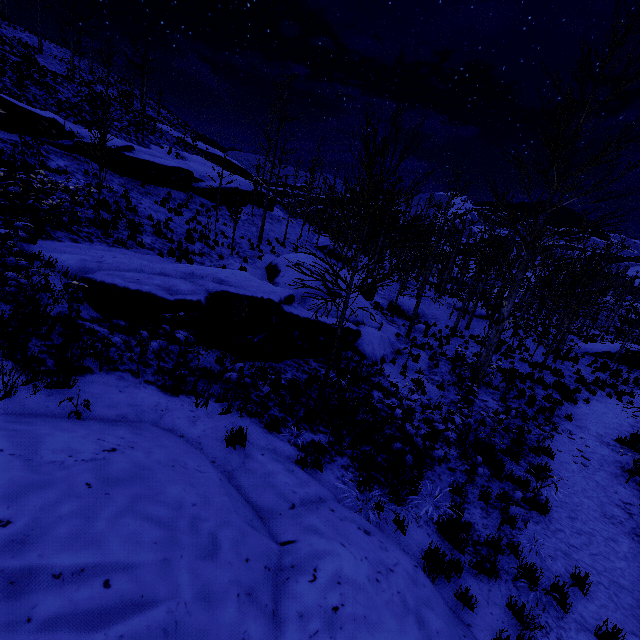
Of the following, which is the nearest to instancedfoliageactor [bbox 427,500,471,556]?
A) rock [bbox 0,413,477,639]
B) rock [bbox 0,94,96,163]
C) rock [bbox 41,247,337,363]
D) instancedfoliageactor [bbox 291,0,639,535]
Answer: instancedfoliageactor [bbox 291,0,639,535]

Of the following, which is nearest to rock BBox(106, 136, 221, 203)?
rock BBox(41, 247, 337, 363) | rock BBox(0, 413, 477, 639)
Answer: rock BBox(41, 247, 337, 363)

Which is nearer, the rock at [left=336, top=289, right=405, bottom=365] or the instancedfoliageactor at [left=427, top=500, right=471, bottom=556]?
the instancedfoliageactor at [left=427, top=500, right=471, bottom=556]

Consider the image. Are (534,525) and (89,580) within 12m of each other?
yes

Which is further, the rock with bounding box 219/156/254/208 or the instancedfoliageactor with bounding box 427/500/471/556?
the rock with bounding box 219/156/254/208

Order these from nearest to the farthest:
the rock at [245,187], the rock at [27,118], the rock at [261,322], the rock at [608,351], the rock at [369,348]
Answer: the rock at [261,322] < the rock at [369,348] < the rock at [27,118] < the rock at [608,351] < the rock at [245,187]

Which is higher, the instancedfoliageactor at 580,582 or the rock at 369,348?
the instancedfoliageactor at 580,582
